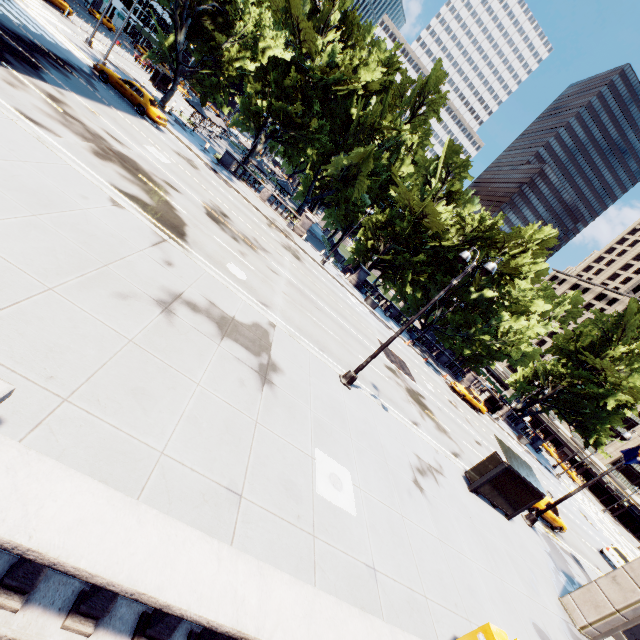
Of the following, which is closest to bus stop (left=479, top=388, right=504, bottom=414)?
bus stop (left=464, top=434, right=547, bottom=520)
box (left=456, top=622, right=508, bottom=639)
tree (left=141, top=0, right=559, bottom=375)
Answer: tree (left=141, top=0, right=559, bottom=375)

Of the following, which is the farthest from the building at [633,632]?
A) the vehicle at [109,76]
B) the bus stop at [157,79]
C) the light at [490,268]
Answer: the bus stop at [157,79]

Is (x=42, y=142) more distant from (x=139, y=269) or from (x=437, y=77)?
(x=437, y=77)

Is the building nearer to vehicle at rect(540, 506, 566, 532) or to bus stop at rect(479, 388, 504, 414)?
vehicle at rect(540, 506, 566, 532)

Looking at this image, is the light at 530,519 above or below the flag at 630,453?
below

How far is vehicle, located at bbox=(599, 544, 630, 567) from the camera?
26.7m

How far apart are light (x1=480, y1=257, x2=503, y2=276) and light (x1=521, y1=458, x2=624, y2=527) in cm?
1382

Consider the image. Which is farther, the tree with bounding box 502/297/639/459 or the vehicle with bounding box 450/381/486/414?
the tree with bounding box 502/297/639/459
